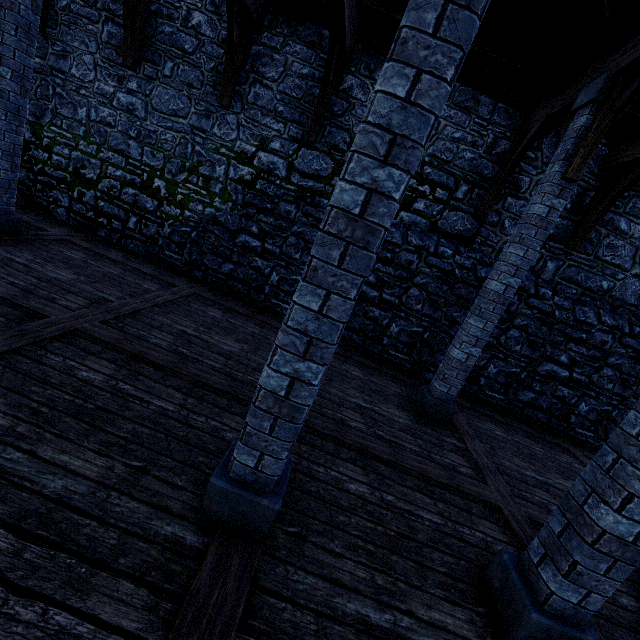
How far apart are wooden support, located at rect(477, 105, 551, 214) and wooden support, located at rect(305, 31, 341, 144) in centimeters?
380cm

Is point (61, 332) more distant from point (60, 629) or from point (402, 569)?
point (402, 569)

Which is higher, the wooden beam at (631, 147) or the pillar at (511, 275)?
the wooden beam at (631, 147)

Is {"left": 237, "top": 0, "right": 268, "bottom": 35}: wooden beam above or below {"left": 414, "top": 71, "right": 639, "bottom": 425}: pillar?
above

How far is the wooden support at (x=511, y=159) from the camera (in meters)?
5.73

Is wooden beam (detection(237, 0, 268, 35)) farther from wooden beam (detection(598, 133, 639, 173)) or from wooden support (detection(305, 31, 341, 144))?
wooden beam (detection(598, 133, 639, 173))

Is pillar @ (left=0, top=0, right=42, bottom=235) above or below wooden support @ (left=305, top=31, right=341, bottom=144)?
below

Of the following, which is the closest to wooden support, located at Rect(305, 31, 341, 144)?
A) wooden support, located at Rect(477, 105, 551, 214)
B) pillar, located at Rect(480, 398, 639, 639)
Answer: wooden support, located at Rect(477, 105, 551, 214)
